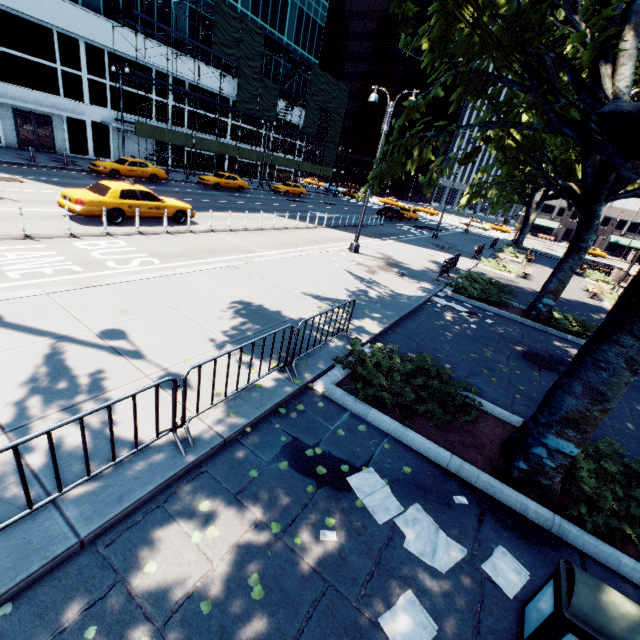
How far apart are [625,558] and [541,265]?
31.8m

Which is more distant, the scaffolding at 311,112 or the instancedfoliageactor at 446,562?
the scaffolding at 311,112

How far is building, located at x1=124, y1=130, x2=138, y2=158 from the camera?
31.8m

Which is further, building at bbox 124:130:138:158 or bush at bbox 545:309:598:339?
building at bbox 124:130:138:158

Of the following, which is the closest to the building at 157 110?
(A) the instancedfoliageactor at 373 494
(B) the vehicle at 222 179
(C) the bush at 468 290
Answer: (B) the vehicle at 222 179

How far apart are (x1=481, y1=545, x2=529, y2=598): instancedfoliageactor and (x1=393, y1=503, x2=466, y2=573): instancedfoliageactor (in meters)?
0.17

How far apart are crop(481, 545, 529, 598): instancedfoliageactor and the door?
38.0m

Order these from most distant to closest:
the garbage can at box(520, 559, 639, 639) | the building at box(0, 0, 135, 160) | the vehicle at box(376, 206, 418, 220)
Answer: the vehicle at box(376, 206, 418, 220), the building at box(0, 0, 135, 160), the garbage can at box(520, 559, 639, 639)
